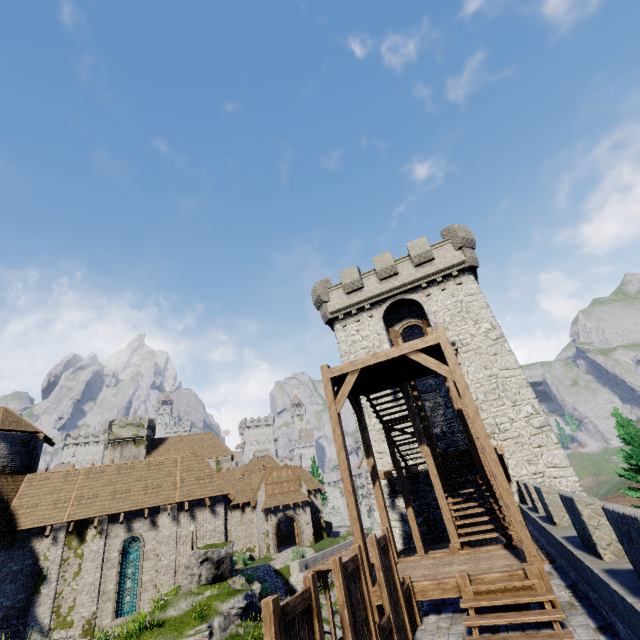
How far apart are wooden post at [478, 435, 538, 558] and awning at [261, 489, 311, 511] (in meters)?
36.54

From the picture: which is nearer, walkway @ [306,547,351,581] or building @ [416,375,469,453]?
walkway @ [306,547,351,581]

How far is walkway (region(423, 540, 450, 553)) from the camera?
13.30m

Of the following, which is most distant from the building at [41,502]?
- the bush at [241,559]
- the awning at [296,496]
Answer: the awning at [296,496]

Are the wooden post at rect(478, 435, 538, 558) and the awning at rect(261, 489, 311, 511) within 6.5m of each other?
no

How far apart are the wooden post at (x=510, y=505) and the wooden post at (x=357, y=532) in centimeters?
359cm

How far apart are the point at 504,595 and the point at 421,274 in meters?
17.4

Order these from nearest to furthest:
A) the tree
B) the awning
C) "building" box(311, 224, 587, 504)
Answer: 1. "building" box(311, 224, 587, 504)
2. the tree
3. the awning
